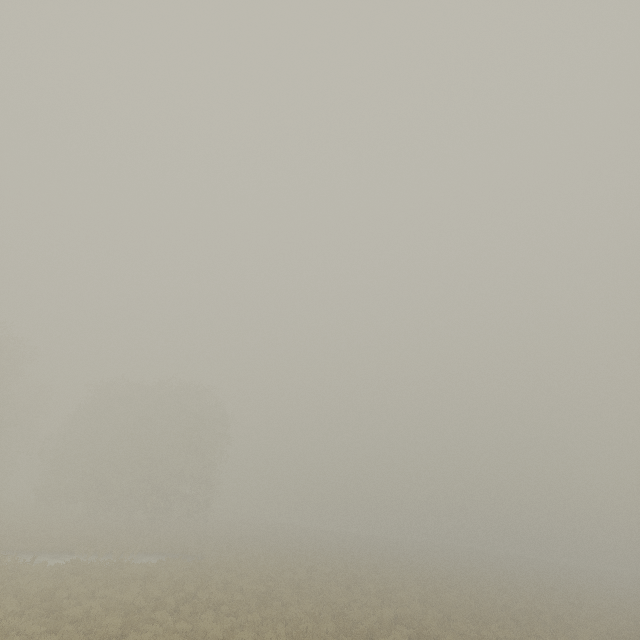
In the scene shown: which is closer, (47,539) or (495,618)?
(495,618)
